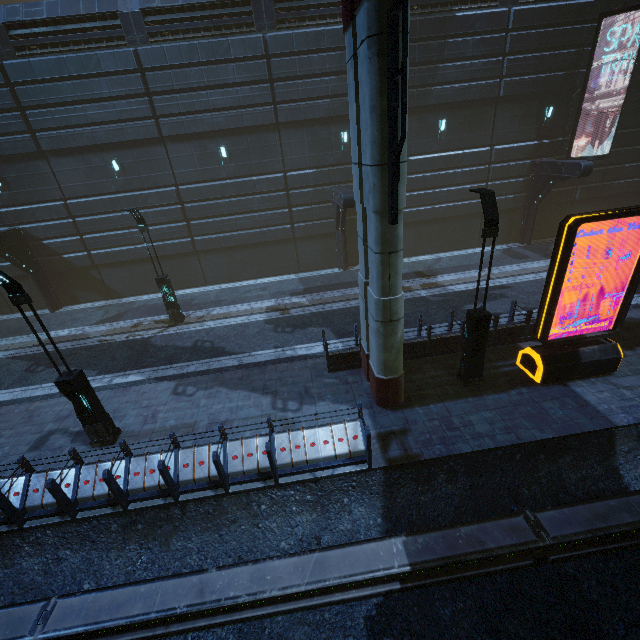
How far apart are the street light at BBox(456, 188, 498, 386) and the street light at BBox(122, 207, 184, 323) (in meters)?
12.35

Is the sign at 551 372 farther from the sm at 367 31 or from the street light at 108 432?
the street light at 108 432

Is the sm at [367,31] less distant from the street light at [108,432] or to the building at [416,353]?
the building at [416,353]

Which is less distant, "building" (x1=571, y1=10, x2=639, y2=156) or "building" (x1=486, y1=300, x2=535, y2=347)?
"building" (x1=486, y1=300, x2=535, y2=347)

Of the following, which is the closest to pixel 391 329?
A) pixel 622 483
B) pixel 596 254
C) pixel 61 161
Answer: pixel 622 483

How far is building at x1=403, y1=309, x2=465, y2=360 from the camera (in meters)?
11.14
